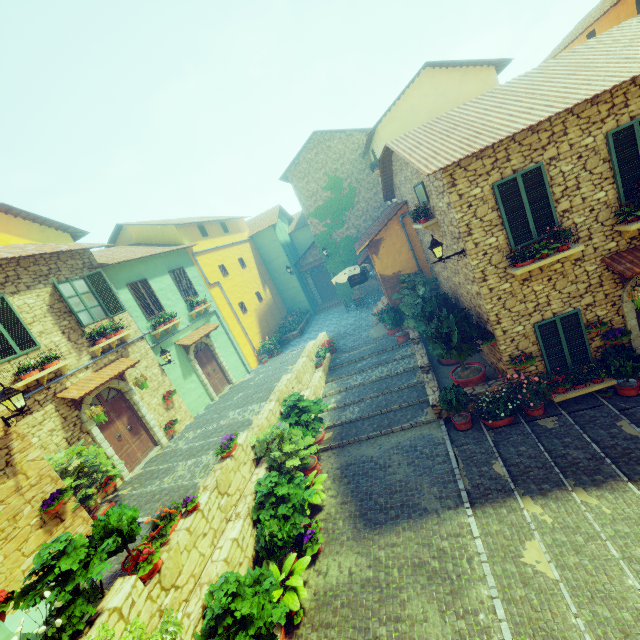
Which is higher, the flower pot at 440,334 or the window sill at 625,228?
the window sill at 625,228

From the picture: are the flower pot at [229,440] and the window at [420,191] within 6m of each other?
no

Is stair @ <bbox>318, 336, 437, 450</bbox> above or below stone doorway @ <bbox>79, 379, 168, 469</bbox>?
below

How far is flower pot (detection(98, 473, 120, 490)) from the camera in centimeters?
910cm

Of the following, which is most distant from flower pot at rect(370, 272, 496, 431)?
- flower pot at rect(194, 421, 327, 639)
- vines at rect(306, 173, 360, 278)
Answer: vines at rect(306, 173, 360, 278)

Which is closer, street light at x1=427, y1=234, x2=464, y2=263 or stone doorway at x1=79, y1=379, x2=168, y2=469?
street light at x1=427, y1=234, x2=464, y2=263

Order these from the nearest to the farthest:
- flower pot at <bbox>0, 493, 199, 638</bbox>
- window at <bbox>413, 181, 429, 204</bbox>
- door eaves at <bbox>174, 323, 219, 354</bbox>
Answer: flower pot at <bbox>0, 493, 199, 638</bbox>, window at <bbox>413, 181, 429, 204</bbox>, door eaves at <bbox>174, 323, 219, 354</bbox>

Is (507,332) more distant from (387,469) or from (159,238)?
(159,238)
